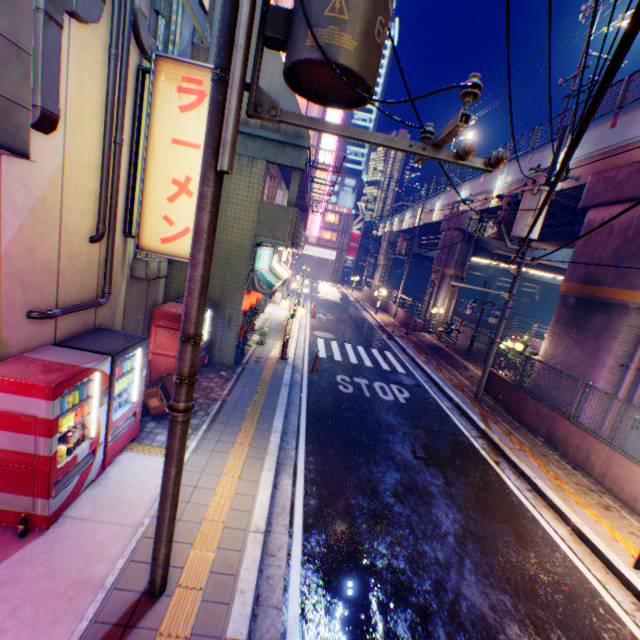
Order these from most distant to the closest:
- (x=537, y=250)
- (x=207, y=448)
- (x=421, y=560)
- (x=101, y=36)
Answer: (x=537, y=250) → (x=207, y=448) → (x=421, y=560) → (x=101, y=36)

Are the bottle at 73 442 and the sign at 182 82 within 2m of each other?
no

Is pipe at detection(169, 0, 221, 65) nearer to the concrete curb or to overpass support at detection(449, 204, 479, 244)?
the concrete curb

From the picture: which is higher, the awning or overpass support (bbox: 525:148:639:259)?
overpass support (bbox: 525:148:639:259)

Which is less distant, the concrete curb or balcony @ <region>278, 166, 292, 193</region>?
balcony @ <region>278, 166, 292, 193</region>

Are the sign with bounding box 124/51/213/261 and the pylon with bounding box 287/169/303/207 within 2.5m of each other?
no

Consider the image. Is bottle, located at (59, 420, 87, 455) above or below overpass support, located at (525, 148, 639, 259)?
below

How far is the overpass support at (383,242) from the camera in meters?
37.3 m
